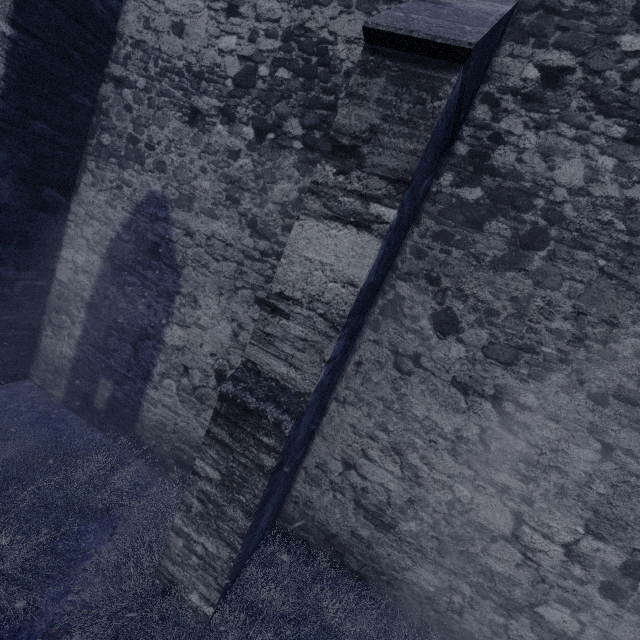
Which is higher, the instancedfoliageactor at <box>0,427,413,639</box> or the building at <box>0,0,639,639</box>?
the building at <box>0,0,639,639</box>

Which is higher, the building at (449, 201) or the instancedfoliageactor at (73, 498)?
the building at (449, 201)

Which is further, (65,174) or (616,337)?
(65,174)
